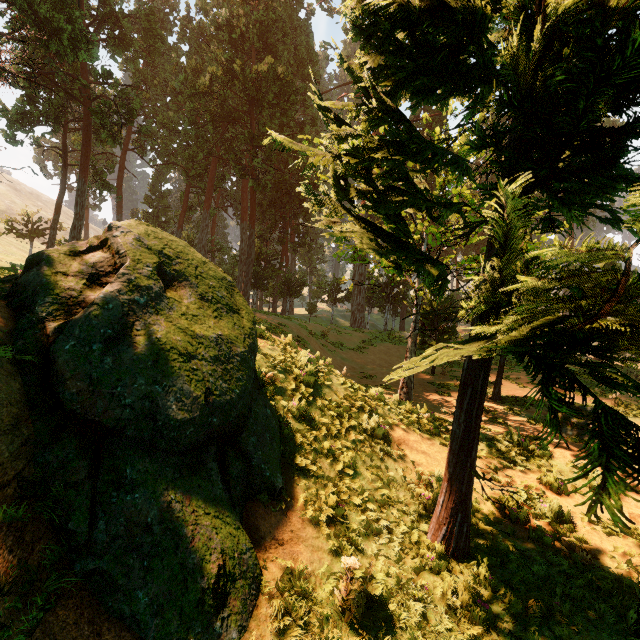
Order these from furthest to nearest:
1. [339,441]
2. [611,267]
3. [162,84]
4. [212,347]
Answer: [162,84] < [339,441] < [212,347] < [611,267]
